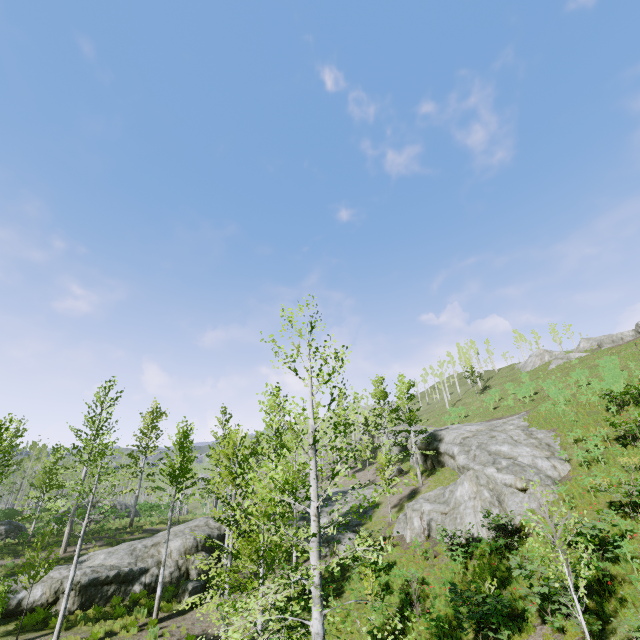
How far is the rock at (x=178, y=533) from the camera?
18.0m

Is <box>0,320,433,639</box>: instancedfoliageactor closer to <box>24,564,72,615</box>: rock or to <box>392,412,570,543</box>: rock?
<box>24,564,72,615</box>: rock

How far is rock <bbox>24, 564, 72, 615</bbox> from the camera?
15.75m

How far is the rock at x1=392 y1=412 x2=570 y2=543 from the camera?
17.1 meters

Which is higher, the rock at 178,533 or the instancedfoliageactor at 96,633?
the rock at 178,533

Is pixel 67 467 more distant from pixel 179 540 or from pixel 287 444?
pixel 287 444
